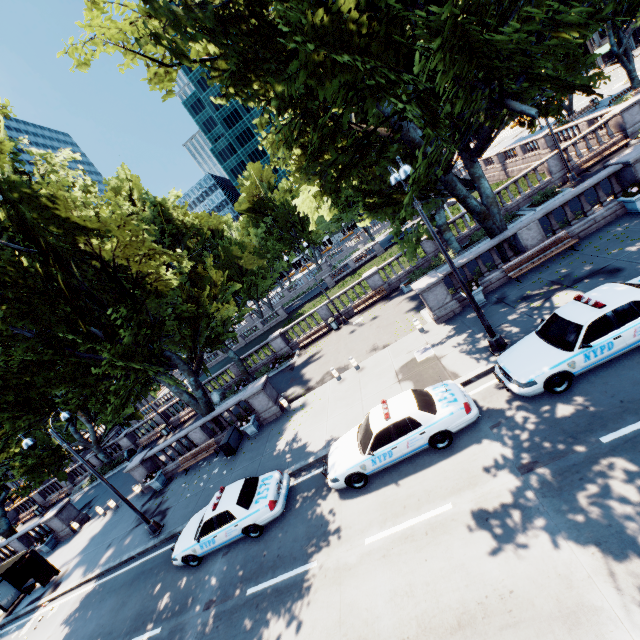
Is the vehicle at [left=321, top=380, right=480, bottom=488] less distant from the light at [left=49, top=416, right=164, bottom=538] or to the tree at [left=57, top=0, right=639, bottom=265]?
the tree at [left=57, top=0, right=639, bottom=265]

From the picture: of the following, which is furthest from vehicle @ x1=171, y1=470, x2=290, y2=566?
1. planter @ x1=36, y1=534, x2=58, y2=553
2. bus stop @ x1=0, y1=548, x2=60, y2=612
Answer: planter @ x1=36, y1=534, x2=58, y2=553

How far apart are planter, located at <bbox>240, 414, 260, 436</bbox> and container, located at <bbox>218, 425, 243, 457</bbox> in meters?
0.7

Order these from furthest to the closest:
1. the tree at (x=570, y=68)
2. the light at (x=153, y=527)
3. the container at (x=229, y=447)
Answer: the container at (x=229, y=447) → the light at (x=153, y=527) → the tree at (x=570, y=68)

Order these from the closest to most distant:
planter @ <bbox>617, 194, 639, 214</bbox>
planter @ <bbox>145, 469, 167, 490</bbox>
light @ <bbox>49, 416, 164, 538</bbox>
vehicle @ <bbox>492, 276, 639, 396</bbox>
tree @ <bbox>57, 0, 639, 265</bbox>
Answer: tree @ <bbox>57, 0, 639, 265</bbox>
vehicle @ <bbox>492, 276, 639, 396</bbox>
planter @ <bbox>617, 194, 639, 214</bbox>
light @ <bbox>49, 416, 164, 538</bbox>
planter @ <bbox>145, 469, 167, 490</bbox>

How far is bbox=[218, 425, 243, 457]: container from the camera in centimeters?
1772cm

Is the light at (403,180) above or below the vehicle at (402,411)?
above

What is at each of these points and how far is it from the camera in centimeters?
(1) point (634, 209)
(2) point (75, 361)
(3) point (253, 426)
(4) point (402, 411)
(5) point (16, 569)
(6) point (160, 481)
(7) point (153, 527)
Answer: (1) planter, 1354cm
(2) tree, 1688cm
(3) planter, 1809cm
(4) vehicle, 984cm
(5) bus stop, 1881cm
(6) planter, 2006cm
(7) light, 1545cm
